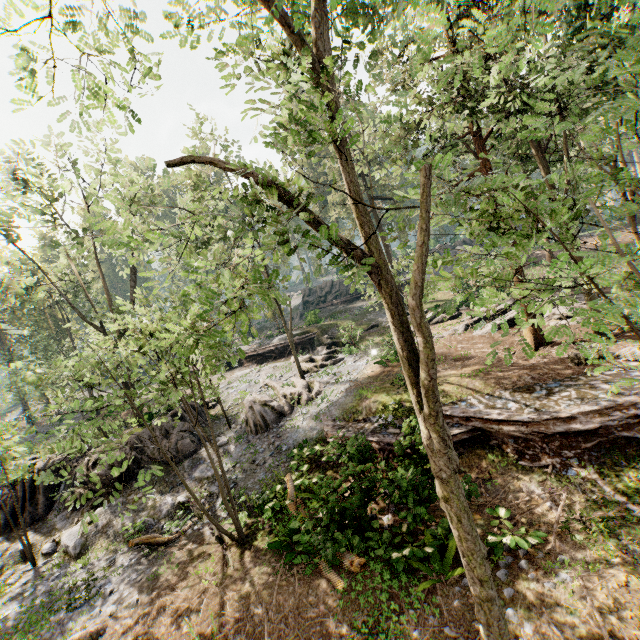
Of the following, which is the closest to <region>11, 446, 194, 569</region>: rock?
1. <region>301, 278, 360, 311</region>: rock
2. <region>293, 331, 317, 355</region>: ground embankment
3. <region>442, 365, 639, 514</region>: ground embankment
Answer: <region>442, 365, 639, 514</region>: ground embankment

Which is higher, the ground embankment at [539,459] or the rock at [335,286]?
the rock at [335,286]

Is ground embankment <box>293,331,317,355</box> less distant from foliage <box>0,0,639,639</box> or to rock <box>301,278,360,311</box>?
foliage <box>0,0,639,639</box>

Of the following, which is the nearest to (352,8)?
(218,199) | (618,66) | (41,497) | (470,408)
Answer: (618,66)

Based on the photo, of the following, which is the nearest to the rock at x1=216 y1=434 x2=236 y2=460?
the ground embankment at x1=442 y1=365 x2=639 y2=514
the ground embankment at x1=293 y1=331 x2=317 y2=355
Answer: the ground embankment at x1=442 y1=365 x2=639 y2=514

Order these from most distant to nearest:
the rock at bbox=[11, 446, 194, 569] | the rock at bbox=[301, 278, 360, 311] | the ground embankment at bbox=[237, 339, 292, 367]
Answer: the rock at bbox=[301, 278, 360, 311] < the ground embankment at bbox=[237, 339, 292, 367] < the rock at bbox=[11, 446, 194, 569]

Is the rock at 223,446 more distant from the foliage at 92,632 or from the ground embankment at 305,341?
the ground embankment at 305,341

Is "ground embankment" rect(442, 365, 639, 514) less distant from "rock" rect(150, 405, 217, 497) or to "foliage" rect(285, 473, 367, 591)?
"foliage" rect(285, 473, 367, 591)
